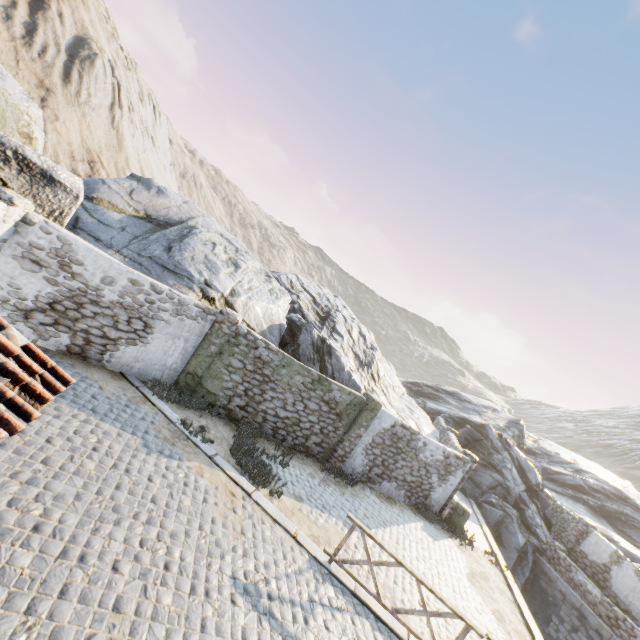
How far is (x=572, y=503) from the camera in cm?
2492

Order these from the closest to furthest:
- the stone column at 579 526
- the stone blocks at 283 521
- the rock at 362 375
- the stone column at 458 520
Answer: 1. the stone blocks at 283 521
2. the rock at 362 375
3. the stone column at 458 520
4. the stone column at 579 526

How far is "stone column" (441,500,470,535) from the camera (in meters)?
13.77

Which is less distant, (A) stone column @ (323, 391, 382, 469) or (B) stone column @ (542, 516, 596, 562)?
(A) stone column @ (323, 391, 382, 469)

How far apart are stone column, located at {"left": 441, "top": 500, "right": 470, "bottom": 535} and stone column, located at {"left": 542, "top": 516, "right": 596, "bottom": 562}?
9.0m

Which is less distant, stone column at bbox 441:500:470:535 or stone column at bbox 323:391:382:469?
stone column at bbox 323:391:382:469

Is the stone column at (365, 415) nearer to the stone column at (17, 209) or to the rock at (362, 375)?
the rock at (362, 375)

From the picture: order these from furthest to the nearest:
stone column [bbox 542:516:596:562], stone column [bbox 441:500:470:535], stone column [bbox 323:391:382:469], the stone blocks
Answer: stone column [bbox 542:516:596:562]
stone column [bbox 441:500:470:535]
stone column [bbox 323:391:382:469]
the stone blocks
